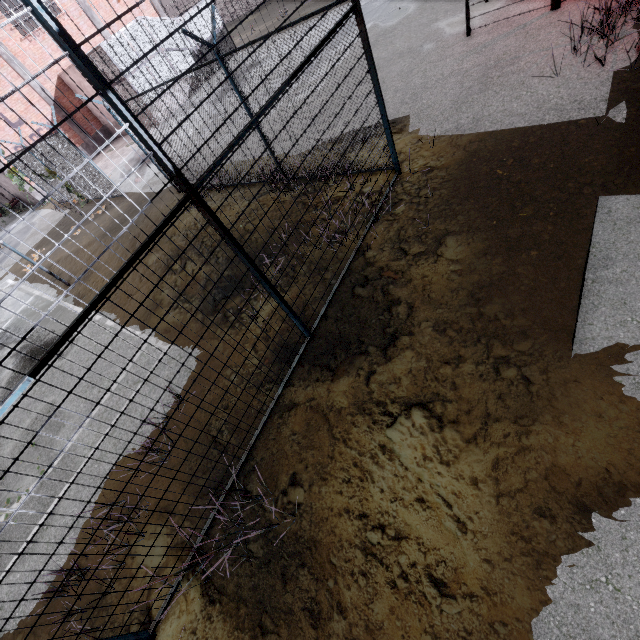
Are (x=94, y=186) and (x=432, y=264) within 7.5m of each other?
yes

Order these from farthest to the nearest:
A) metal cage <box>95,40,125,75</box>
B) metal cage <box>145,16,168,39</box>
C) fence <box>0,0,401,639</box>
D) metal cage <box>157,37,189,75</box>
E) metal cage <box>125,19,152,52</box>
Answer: metal cage <box>157,37,189,75</box> < metal cage <box>145,16,168,39</box> < metal cage <box>125,19,152,52</box> < metal cage <box>95,40,125,75</box> < fence <box>0,0,401,639</box>

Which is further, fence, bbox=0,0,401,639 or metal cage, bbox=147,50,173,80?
metal cage, bbox=147,50,173,80

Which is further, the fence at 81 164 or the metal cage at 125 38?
the metal cage at 125 38

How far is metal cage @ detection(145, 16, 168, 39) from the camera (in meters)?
17.66
